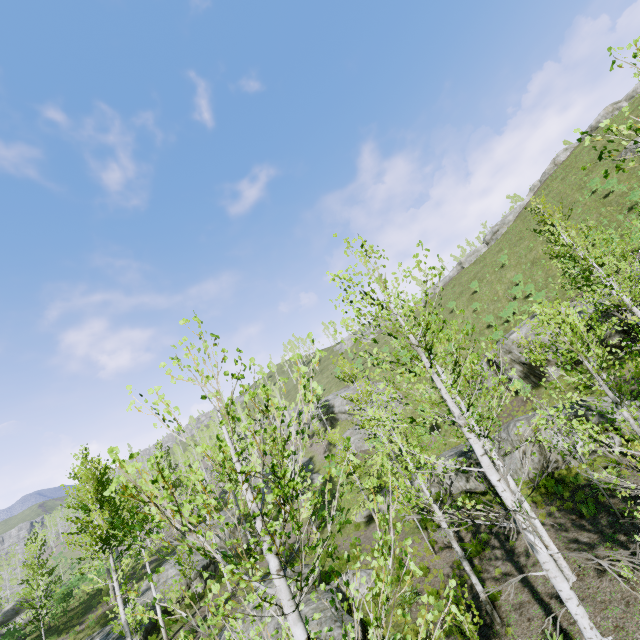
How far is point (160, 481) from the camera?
2.48m

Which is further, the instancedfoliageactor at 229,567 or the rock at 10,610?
the rock at 10,610

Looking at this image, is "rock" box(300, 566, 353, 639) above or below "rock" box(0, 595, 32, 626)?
below

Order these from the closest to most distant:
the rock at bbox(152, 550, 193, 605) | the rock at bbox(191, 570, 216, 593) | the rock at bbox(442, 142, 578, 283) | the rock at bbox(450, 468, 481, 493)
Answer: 1. the rock at bbox(450, 468, 481, 493)
2. the rock at bbox(152, 550, 193, 605)
3. the rock at bbox(191, 570, 216, 593)
4. the rock at bbox(442, 142, 578, 283)

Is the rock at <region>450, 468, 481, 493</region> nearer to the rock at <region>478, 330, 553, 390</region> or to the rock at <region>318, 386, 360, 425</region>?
the rock at <region>478, 330, 553, 390</region>

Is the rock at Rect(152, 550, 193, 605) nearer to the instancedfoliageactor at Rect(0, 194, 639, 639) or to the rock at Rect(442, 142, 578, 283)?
the instancedfoliageactor at Rect(0, 194, 639, 639)

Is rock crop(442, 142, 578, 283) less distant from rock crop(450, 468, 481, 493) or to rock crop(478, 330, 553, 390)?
rock crop(478, 330, 553, 390)

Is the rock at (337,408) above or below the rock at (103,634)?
above
